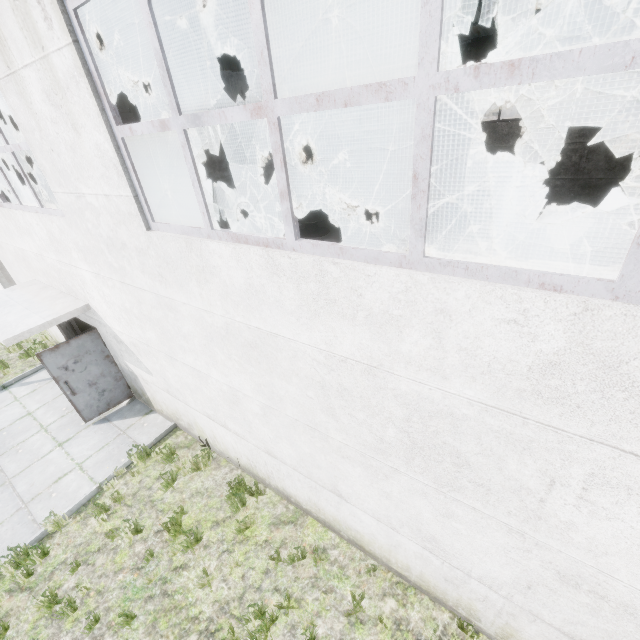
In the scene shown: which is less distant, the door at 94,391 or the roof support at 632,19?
the door at 94,391

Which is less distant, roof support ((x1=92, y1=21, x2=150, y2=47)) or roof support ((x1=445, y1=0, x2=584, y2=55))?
roof support ((x1=445, y1=0, x2=584, y2=55))

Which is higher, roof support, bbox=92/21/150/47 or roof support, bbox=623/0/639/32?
roof support, bbox=92/21/150/47

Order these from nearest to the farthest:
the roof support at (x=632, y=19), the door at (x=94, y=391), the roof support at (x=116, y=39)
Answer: the door at (x=94, y=391) → the roof support at (x=116, y=39) → the roof support at (x=632, y=19)

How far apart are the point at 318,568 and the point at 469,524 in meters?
2.9

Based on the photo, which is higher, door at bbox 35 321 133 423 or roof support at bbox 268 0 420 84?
roof support at bbox 268 0 420 84

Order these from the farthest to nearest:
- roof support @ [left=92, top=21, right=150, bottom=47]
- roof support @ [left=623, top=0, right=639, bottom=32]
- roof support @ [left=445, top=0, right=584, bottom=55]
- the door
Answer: roof support @ [left=623, top=0, right=639, bottom=32], roof support @ [left=92, top=21, right=150, bottom=47], the door, roof support @ [left=445, top=0, right=584, bottom=55]
